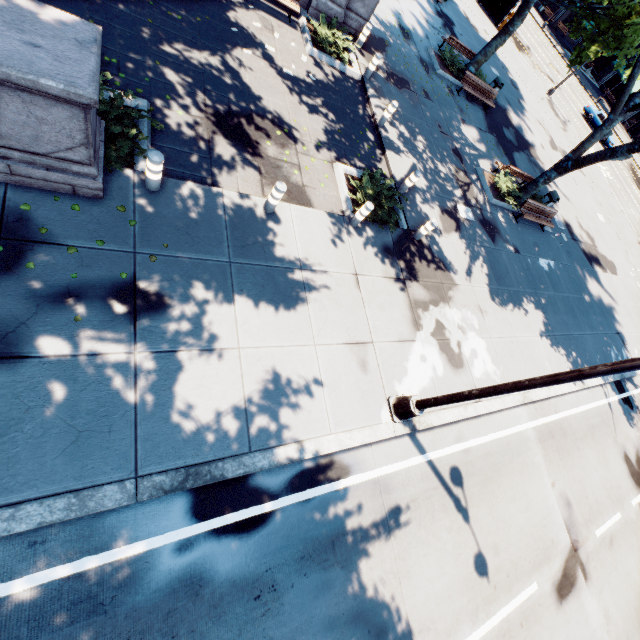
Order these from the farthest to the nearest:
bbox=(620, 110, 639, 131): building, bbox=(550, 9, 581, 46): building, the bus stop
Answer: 1. bbox=(550, 9, 581, 46): building
2. bbox=(620, 110, 639, 131): building
3. the bus stop

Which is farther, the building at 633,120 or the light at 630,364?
the building at 633,120

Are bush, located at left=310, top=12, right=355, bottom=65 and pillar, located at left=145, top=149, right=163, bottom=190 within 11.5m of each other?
yes

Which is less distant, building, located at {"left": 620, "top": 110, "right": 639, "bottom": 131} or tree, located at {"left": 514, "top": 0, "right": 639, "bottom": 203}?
tree, located at {"left": 514, "top": 0, "right": 639, "bottom": 203}

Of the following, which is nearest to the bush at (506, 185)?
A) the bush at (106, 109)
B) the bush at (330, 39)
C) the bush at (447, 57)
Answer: the bush at (447, 57)

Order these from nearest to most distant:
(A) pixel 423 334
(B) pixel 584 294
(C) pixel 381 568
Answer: (C) pixel 381 568 < (A) pixel 423 334 < (B) pixel 584 294

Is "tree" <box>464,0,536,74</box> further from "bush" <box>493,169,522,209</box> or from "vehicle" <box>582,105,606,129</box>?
"vehicle" <box>582,105,606,129</box>

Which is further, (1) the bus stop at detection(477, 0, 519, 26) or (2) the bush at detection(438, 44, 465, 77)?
(1) the bus stop at detection(477, 0, 519, 26)
